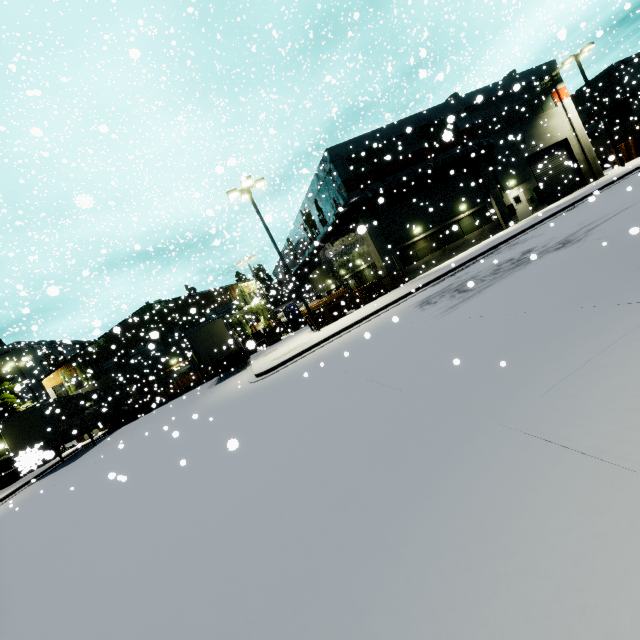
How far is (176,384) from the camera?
35.7m

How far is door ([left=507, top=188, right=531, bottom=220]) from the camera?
26.2 meters

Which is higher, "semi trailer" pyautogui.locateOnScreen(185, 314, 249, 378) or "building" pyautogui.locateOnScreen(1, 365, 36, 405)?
"building" pyautogui.locateOnScreen(1, 365, 36, 405)

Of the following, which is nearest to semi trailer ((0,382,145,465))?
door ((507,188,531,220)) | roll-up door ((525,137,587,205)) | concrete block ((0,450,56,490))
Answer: concrete block ((0,450,56,490))

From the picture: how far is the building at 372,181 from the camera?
23.2 meters

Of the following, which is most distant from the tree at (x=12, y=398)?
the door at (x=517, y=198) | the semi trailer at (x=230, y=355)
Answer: the door at (x=517, y=198)

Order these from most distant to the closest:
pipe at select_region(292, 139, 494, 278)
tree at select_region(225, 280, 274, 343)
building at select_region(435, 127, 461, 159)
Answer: tree at select_region(225, 280, 274, 343) < pipe at select_region(292, 139, 494, 278) < building at select_region(435, 127, 461, 159)

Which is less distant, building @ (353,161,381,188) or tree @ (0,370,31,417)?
building @ (353,161,381,188)
